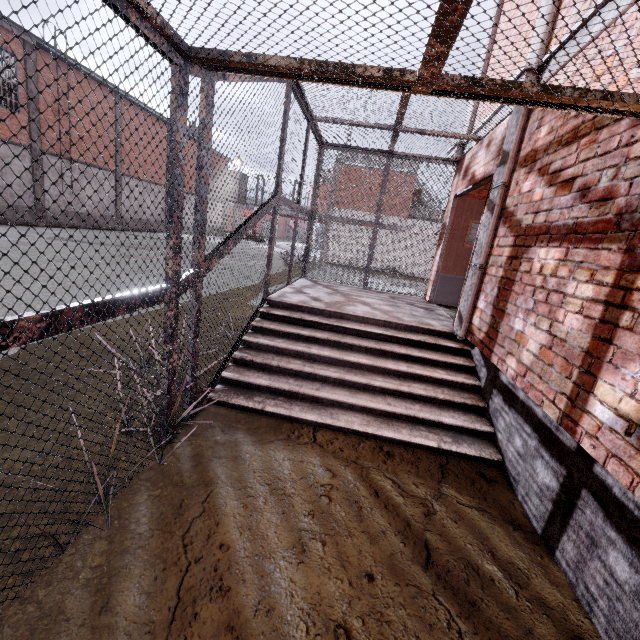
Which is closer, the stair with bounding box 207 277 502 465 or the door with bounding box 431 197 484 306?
the stair with bounding box 207 277 502 465

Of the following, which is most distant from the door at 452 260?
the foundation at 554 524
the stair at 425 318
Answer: the foundation at 554 524

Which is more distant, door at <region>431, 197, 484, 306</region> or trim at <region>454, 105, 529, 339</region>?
door at <region>431, 197, 484, 306</region>

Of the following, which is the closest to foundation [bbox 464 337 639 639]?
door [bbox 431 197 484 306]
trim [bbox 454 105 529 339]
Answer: trim [bbox 454 105 529 339]

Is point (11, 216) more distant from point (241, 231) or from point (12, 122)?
point (241, 231)

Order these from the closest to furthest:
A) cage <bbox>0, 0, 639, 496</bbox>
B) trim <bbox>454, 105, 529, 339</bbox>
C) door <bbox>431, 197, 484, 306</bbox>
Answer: cage <bbox>0, 0, 639, 496</bbox> → trim <bbox>454, 105, 529, 339</bbox> → door <bbox>431, 197, 484, 306</bbox>

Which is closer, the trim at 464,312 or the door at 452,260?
the trim at 464,312

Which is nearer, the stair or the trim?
the stair
